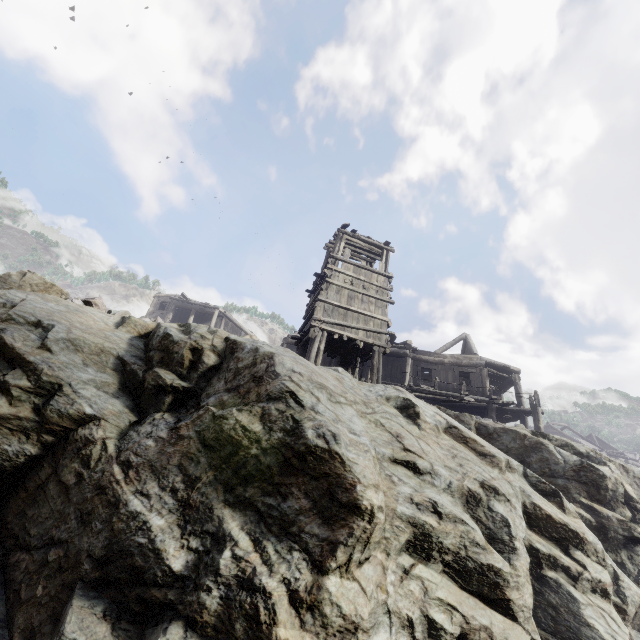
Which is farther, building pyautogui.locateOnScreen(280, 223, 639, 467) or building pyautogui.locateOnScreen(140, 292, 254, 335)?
building pyautogui.locateOnScreen(140, 292, 254, 335)

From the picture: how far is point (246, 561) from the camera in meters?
3.2 m

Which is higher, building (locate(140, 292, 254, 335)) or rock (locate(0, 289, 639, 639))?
building (locate(140, 292, 254, 335))

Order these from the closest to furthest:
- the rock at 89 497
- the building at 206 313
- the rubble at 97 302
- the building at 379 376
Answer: the rock at 89 497, the rubble at 97 302, the building at 379 376, the building at 206 313

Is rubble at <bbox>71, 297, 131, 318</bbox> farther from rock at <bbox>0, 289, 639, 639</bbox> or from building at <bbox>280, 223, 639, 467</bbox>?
building at <bbox>280, 223, 639, 467</bbox>

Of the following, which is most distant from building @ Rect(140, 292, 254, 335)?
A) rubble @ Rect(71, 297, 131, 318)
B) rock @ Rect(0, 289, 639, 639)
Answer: rubble @ Rect(71, 297, 131, 318)

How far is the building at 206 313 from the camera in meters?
32.2 m
